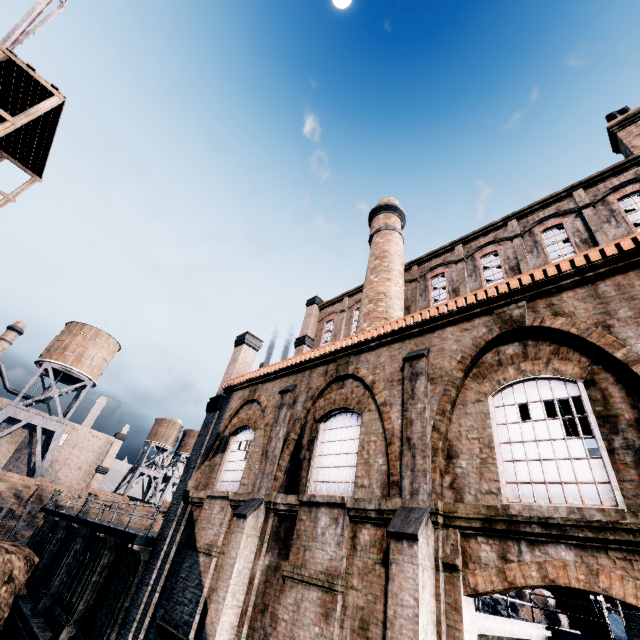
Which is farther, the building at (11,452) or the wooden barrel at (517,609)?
the building at (11,452)

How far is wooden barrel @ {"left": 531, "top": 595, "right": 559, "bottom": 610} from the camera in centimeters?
1748cm

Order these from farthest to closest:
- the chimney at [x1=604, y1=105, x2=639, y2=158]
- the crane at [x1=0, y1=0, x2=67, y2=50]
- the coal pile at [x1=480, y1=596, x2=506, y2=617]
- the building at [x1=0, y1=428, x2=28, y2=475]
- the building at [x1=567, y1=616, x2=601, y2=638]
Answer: the building at [x1=0, y1=428, x2=28, y2=475], the crane at [x1=0, y1=0, x2=67, y2=50], the building at [x1=567, y1=616, x2=601, y2=638], the chimney at [x1=604, y1=105, x2=639, y2=158], the coal pile at [x1=480, y1=596, x2=506, y2=617]

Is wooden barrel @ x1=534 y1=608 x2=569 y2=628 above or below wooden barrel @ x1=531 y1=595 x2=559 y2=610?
below

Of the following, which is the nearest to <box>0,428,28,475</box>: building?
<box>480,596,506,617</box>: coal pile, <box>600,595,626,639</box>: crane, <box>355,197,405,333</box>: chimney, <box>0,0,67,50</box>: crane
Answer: <box>0,0,67,50</box>: crane

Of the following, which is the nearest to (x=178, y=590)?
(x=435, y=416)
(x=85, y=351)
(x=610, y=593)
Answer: (x=435, y=416)

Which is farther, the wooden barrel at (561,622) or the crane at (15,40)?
the crane at (15,40)

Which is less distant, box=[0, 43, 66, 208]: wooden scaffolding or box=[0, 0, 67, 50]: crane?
box=[0, 43, 66, 208]: wooden scaffolding
